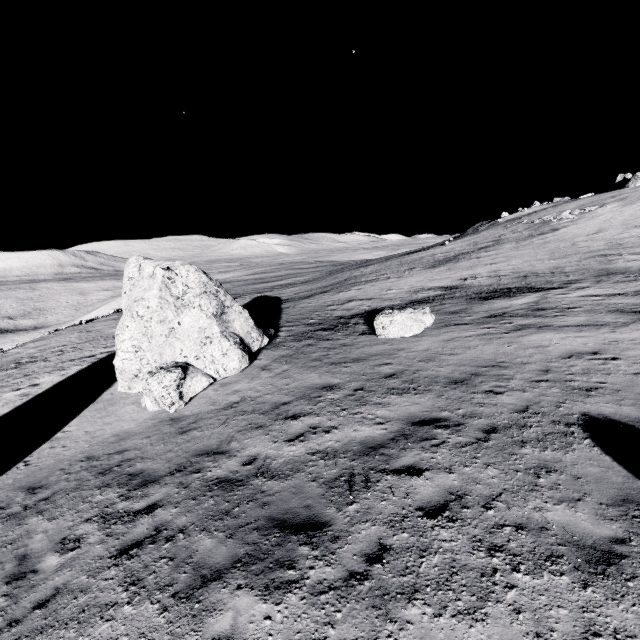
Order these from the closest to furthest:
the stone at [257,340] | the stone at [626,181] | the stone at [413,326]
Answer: → the stone at [257,340] < the stone at [413,326] < the stone at [626,181]

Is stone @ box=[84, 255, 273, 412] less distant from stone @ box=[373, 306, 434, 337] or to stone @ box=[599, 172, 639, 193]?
stone @ box=[373, 306, 434, 337]

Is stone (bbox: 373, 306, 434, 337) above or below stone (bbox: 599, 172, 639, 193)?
below

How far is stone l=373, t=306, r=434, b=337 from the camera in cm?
1493

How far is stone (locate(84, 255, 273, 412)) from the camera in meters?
12.5

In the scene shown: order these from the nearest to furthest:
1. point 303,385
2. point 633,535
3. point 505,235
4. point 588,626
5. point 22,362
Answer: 1. point 588,626
2. point 633,535
3. point 303,385
4. point 22,362
5. point 505,235

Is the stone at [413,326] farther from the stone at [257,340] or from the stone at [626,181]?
the stone at [626,181]

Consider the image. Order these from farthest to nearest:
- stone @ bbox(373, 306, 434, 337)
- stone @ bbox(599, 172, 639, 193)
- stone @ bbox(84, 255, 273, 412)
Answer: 1. stone @ bbox(599, 172, 639, 193)
2. stone @ bbox(373, 306, 434, 337)
3. stone @ bbox(84, 255, 273, 412)
